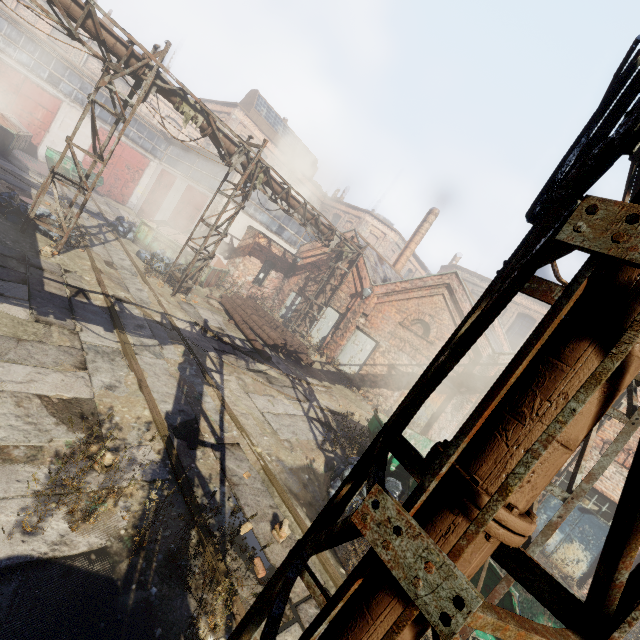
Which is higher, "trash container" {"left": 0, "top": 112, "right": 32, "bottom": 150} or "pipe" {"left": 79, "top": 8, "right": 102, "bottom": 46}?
"pipe" {"left": 79, "top": 8, "right": 102, "bottom": 46}

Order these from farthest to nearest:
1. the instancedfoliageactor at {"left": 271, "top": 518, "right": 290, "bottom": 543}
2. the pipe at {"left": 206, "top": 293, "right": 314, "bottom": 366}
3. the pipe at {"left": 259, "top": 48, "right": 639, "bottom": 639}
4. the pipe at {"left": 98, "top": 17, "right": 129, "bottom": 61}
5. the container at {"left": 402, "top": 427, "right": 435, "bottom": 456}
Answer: the pipe at {"left": 206, "top": 293, "right": 314, "bottom": 366} → the container at {"left": 402, "top": 427, "right": 435, "bottom": 456} → the pipe at {"left": 98, "top": 17, "right": 129, "bottom": 61} → the instancedfoliageactor at {"left": 271, "top": 518, "right": 290, "bottom": 543} → the pipe at {"left": 259, "top": 48, "right": 639, "bottom": 639}

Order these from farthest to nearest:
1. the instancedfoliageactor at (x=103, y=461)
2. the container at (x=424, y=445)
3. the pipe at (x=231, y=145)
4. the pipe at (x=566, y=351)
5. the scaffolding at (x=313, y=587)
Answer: the pipe at (x=231, y=145), the container at (x=424, y=445), the instancedfoliageactor at (x=103, y=461), the scaffolding at (x=313, y=587), the pipe at (x=566, y=351)

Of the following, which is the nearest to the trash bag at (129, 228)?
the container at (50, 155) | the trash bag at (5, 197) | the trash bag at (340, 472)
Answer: the trash bag at (5, 197)

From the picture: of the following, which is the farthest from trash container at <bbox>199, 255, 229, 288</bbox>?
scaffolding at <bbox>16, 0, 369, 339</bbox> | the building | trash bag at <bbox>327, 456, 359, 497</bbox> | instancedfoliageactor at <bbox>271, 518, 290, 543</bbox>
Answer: instancedfoliageactor at <bbox>271, 518, 290, 543</bbox>

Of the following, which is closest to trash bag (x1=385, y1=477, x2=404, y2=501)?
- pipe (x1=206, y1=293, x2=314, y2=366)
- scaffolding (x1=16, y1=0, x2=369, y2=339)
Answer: pipe (x1=206, y1=293, x2=314, y2=366)

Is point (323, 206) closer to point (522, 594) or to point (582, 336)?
point (522, 594)

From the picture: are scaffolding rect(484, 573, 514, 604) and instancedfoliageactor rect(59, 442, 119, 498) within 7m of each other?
yes
